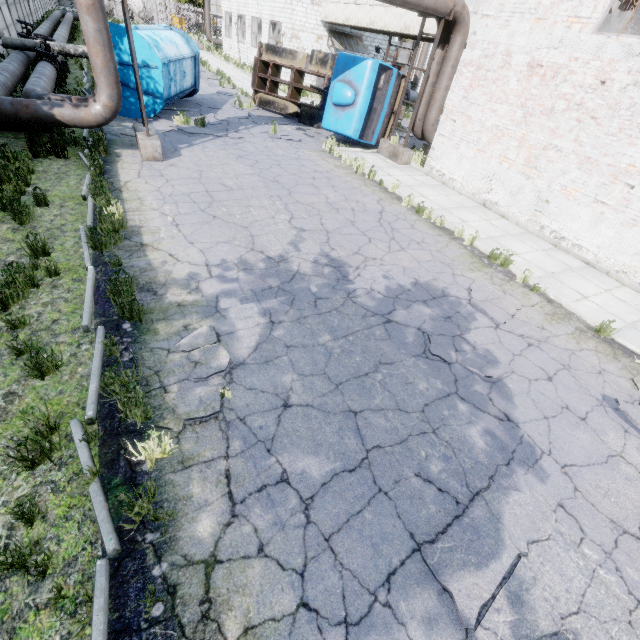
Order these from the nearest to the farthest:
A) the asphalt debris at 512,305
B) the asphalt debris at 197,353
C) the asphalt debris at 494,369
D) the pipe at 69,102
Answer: the asphalt debris at 197,353 < the asphalt debris at 494,369 < the asphalt debris at 512,305 < the pipe at 69,102

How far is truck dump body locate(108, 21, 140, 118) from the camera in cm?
1103

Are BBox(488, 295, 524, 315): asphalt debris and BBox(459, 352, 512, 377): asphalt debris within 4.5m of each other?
yes

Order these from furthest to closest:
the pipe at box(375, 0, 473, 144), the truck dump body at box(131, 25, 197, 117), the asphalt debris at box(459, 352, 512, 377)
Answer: the truck dump body at box(131, 25, 197, 117) < the pipe at box(375, 0, 473, 144) < the asphalt debris at box(459, 352, 512, 377)

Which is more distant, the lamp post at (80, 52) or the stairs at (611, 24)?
the lamp post at (80, 52)

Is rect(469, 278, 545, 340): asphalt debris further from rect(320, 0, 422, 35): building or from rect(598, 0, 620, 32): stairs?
rect(320, 0, 422, 35): building

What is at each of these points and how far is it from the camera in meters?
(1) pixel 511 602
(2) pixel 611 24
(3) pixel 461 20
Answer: (1) asphalt debris, 3.0
(2) stairs, 10.1
(3) pipe, 11.4

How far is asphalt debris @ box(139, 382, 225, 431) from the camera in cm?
369
